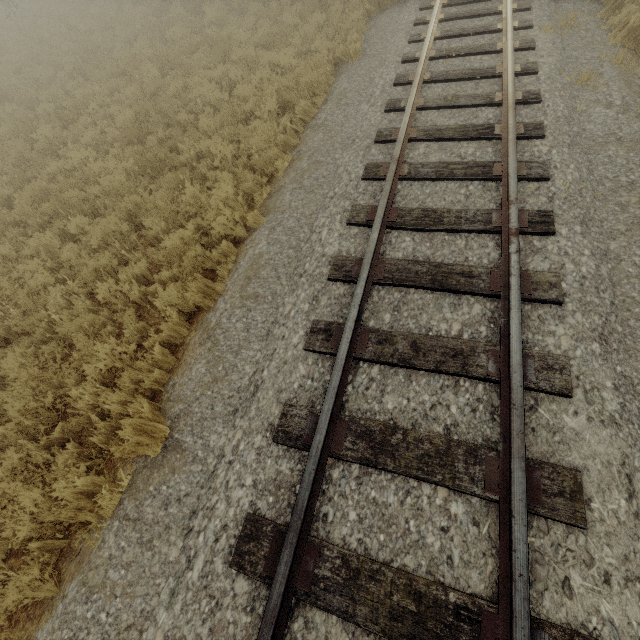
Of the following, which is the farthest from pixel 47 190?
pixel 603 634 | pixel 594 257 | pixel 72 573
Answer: pixel 603 634

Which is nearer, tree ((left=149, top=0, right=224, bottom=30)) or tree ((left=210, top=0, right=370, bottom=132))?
tree ((left=210, top=0, right=370, bottom=132))

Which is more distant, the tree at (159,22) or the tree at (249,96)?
the tree at (159,22)
